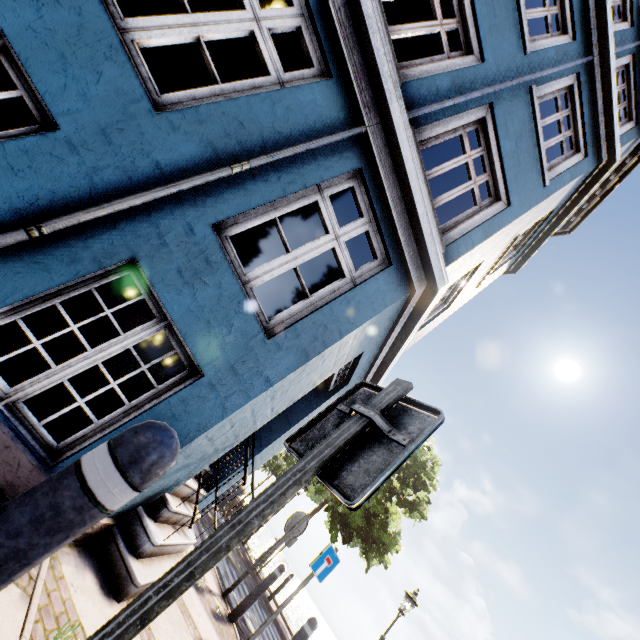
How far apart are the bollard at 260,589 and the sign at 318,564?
0.6m

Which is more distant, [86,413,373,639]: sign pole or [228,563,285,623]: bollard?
[228,563,285,623]: bollard

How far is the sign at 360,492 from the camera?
1.1 meters

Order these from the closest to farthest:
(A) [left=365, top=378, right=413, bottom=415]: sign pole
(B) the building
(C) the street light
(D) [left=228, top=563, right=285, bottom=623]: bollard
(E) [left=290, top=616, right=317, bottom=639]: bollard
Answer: (A) [left=365, top=378, right=413, bottom=415]: sign pole < (B) the building < (E) [left=290, top=616, right=317, bottom=639]: bollard < (D) [left=228, top=563, right=285, bottom=623]: bollard < (C) the street light

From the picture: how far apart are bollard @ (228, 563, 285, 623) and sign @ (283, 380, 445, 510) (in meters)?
5.91

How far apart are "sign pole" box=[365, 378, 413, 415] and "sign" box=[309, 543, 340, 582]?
5.6m

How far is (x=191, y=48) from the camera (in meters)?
8.27

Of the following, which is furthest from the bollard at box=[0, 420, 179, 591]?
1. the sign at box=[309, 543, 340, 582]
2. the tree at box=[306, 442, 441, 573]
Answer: the tree at box=[306, 442, 441, 573]
